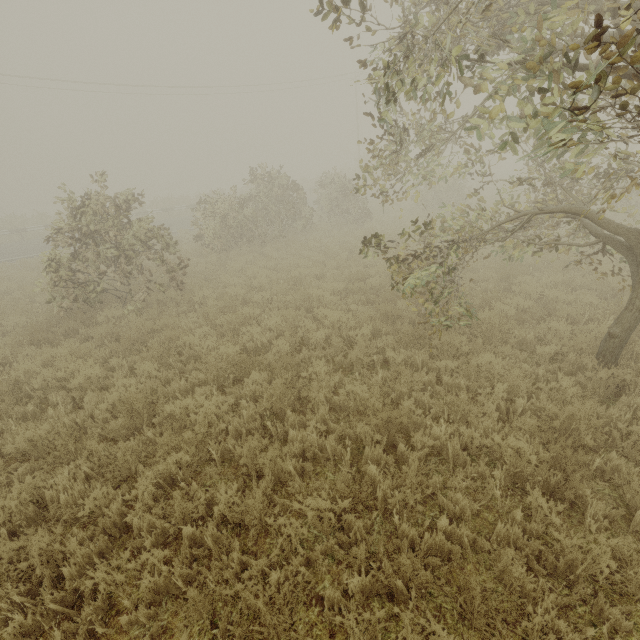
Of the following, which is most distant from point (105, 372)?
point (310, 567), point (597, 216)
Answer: point (597, 216)
